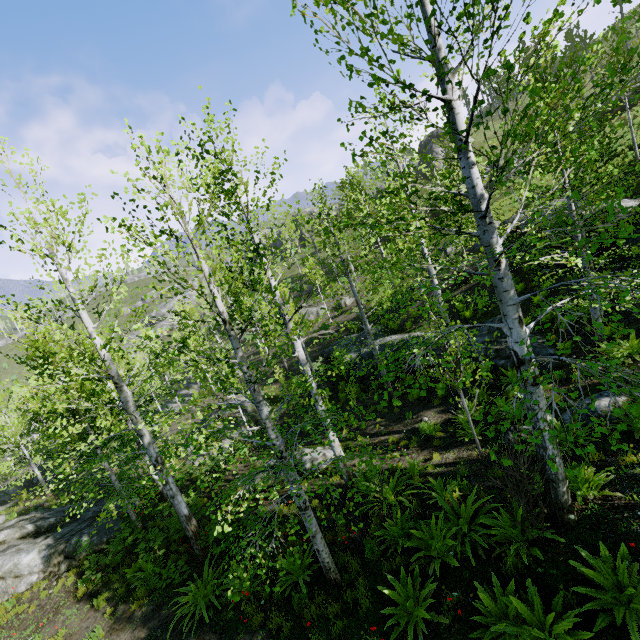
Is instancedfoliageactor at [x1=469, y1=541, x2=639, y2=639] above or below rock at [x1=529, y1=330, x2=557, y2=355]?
above

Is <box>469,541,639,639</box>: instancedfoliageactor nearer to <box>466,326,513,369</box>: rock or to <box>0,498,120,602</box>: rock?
<box>0,498,120,602</box>: rock

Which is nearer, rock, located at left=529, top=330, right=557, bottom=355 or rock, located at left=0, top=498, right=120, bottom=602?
rock, located at left=529, top=330, right=557, bottom=355

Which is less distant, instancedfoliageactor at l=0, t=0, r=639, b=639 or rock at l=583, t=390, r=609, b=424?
instancedfoliageactor at l=0, t=0, r=639, b=639

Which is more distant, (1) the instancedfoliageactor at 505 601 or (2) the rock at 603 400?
(2) the rock at 603 400

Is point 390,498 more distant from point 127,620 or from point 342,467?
point 127,620

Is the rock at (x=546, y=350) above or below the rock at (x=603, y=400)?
below
